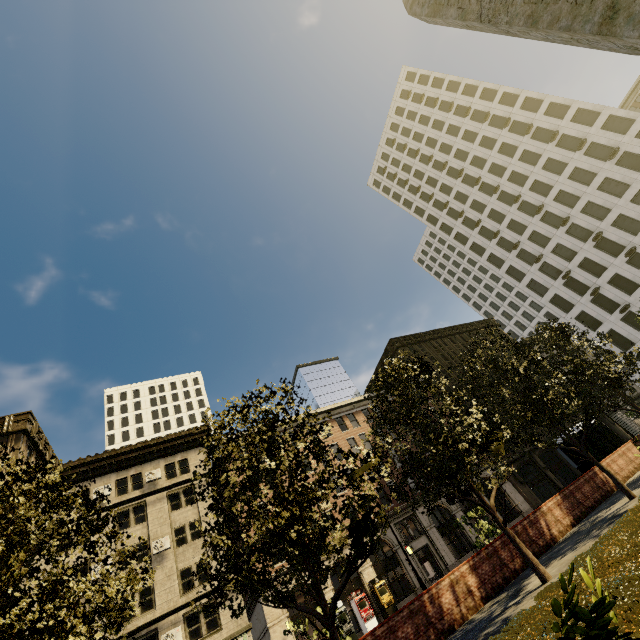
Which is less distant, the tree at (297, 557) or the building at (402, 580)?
the tree at (297, 557)

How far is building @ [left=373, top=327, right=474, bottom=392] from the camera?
51.6 meters

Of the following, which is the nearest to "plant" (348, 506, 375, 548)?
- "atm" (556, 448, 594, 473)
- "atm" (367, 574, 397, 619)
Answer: "atm" (556, 448, 594, 473)

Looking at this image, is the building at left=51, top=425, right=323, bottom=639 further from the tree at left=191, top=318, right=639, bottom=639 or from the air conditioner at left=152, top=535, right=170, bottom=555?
the tree at left=191, top=318, right=639, bottom=639

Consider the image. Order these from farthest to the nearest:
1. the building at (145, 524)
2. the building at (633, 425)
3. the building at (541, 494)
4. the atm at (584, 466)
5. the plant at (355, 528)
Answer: the building at (633, 425)
the building at (541, 494)
the building at (145, 524)
the atm at (584, 466)
the plant at (355, 528)

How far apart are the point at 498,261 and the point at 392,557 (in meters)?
46.20

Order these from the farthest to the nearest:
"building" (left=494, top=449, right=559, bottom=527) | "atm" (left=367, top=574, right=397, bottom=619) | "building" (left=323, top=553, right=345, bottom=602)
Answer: "building" (left=494, top=449, right=559, bottom=527) → "building" (left=323, top=553, right=345, bottom=602) → "atm" (left=367, top=574, right=397, bottom=619)

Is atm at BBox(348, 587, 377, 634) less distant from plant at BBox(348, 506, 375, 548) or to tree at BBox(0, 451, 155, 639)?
tree at BBox(0, 451, 155, 639)
